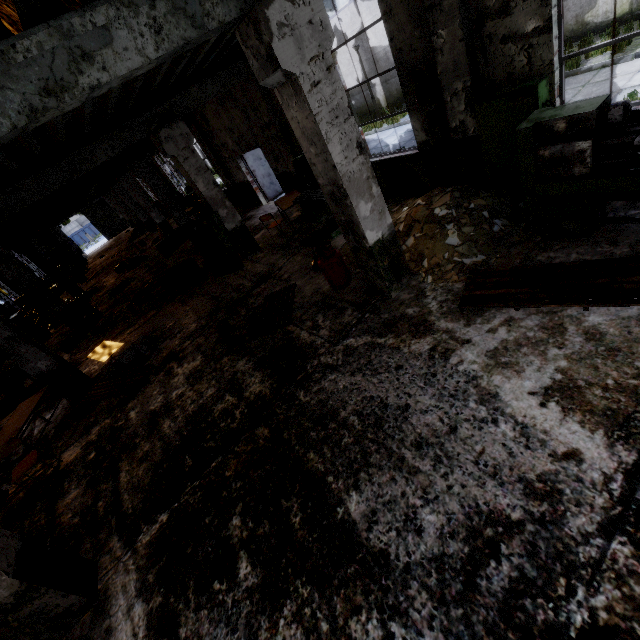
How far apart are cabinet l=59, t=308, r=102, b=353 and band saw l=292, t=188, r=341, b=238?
8.6 meters

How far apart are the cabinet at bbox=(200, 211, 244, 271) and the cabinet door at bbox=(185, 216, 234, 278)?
0.01m

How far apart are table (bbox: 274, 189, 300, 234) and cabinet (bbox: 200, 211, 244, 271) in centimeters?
171cm

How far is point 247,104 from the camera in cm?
1014

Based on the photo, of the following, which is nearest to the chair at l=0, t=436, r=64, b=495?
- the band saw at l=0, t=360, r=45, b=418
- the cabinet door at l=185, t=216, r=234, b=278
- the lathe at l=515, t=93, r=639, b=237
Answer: the band saw at l=0, t=360, r=45, b=418

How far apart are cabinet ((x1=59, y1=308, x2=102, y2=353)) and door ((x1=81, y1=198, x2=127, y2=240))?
31.5 meters

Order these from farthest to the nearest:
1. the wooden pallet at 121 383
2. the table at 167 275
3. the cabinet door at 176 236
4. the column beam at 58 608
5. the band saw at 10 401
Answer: the cabinet door at 176 236 < the table at 167 275 < the band saw at 10 401 < the wooden pallet at 121 383 < the column beam at 58 608

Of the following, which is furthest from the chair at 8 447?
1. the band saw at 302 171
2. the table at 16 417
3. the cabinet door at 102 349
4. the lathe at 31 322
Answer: the lathe at 31 322
